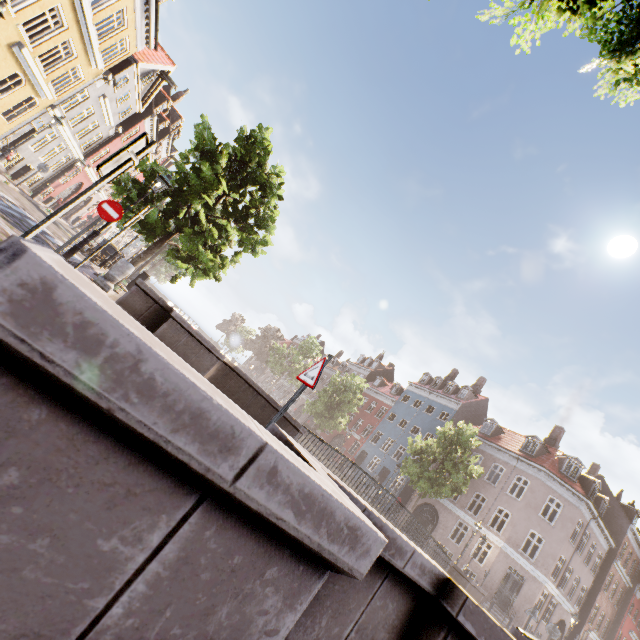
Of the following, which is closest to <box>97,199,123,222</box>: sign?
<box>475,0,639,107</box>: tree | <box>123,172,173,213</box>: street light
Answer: <box>123,172,173,213</box>: street light

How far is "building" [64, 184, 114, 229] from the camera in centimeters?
3281cm

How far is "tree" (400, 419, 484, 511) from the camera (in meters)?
20.70

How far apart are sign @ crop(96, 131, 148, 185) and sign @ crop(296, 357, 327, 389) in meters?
2.9

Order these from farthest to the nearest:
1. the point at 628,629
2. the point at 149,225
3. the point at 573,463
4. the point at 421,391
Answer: the point at 421,391 < the point at 628,629 < the point at 573,463 < the point at 149,225

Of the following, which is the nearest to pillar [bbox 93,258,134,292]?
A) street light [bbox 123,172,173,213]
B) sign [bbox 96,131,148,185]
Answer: street light [bbox 123,172,173,213]

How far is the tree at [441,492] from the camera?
20.70m

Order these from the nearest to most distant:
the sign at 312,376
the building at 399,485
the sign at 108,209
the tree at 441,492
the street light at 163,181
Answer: the sign at 312,376, the sign at 108,209, the street light at 163,181, the tree at 441,492, the building at 399,485
